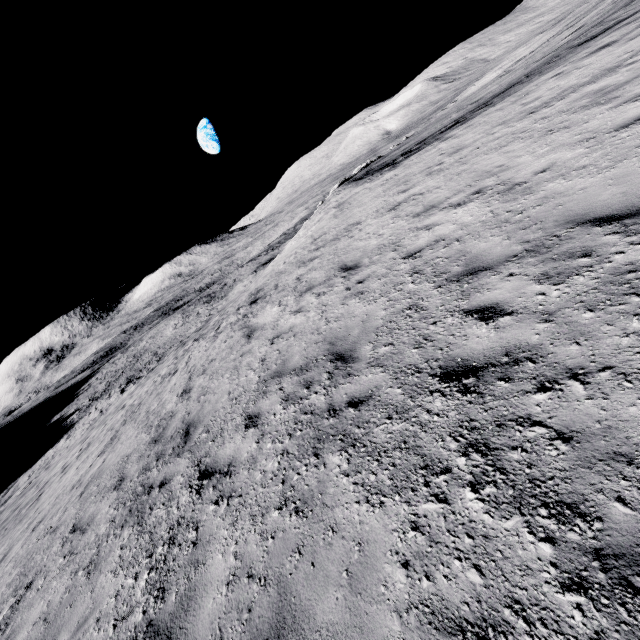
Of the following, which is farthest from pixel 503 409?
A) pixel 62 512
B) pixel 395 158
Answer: pixel 395 158
